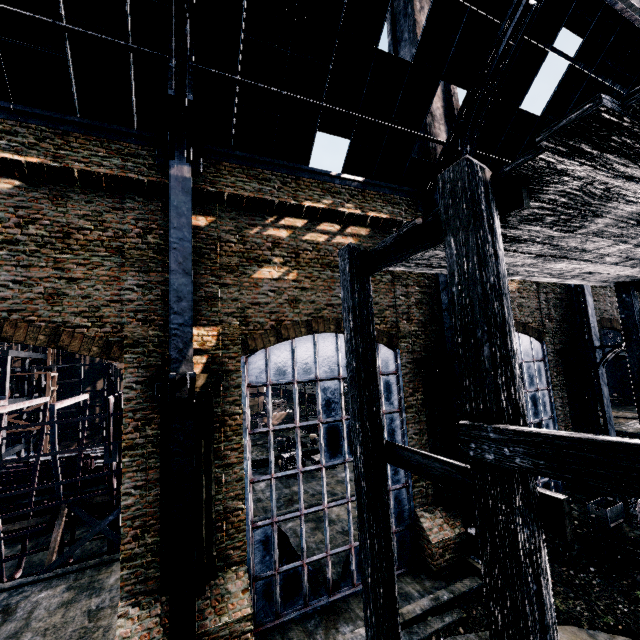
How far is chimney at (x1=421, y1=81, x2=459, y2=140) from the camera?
23.89m

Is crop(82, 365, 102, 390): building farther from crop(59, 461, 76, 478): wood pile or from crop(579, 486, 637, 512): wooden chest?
crop(579, 486, 637, 512): wooden chest

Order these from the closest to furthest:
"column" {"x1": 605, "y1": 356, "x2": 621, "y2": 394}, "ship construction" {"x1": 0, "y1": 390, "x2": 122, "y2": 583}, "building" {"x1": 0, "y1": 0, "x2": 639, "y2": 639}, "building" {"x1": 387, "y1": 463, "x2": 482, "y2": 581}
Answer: "building" {"x1": 0, "y1": 0, "x2": 639, "y2": 639} < "building" {"x1": 387, "y1": 463, "x2": 482, "y2": 581} < "ship construction" {"x1": 0, "y1": 390, "x2": 122, "y2": 583} < "column" {"x1": 605, "y1": 356, "x2": 621, "y2": 394}

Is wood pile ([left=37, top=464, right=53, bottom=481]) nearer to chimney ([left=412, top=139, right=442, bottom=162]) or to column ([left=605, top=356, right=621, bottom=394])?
chimney ([left=412, top=139, right=442, bottom=162])

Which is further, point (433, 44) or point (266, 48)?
point (433, 44)

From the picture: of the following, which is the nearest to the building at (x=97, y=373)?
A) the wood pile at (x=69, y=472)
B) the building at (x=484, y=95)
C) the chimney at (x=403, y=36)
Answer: the wood pile at (x=69, y=472)

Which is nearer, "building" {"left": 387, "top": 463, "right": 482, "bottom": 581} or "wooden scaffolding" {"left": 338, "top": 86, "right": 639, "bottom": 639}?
"wooden scaffolding" {"left": 338, "top": 86, "right": 639, "bottom": 639}

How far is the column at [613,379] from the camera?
39.8 meters
